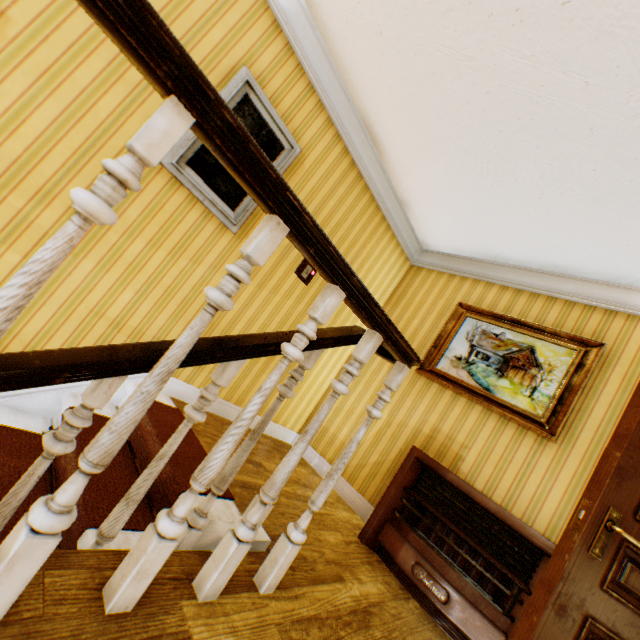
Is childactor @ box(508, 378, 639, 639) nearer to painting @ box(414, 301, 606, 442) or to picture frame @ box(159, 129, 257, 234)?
painting @ box(414, 301, 606, 442)

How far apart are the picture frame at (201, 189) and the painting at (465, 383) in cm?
241

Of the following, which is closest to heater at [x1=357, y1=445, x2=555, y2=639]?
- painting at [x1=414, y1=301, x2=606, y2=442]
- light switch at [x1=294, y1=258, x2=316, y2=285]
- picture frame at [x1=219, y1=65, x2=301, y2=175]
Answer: painting at [x1=414, y1=301, x2=606, y2=442]

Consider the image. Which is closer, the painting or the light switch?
the painting

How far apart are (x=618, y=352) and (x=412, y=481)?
2.1 meters

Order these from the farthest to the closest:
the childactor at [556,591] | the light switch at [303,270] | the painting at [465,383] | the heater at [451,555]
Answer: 1. the light switch at [303,270]
2. the painting at [465,383]
3. the heater at [451,555]
4. the childactor at [556,591]

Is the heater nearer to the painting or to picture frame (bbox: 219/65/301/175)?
the painting
